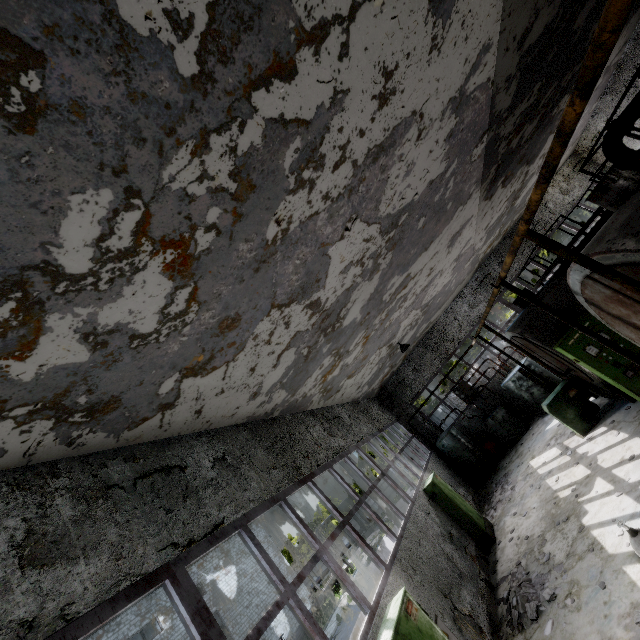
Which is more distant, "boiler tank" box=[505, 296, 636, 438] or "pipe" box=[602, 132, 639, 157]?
"pipe" box=[602, 132, 639, 157]

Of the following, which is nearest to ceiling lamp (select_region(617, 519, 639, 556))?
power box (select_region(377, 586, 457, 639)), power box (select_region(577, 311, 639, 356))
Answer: power box (select_region(377, 586, 457, 639))

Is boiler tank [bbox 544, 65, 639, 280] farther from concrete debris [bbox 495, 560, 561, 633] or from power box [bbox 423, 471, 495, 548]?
power box [bbox 423, 471, 495, 548]

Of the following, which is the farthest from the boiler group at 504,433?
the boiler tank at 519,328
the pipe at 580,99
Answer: the pipe at 580,99

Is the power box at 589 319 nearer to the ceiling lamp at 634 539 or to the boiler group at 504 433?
the ceiling lamp at 634 539

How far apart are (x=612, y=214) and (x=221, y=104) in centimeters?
578cm

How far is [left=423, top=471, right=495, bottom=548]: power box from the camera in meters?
10.5 m

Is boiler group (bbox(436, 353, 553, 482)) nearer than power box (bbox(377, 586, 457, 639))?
No
